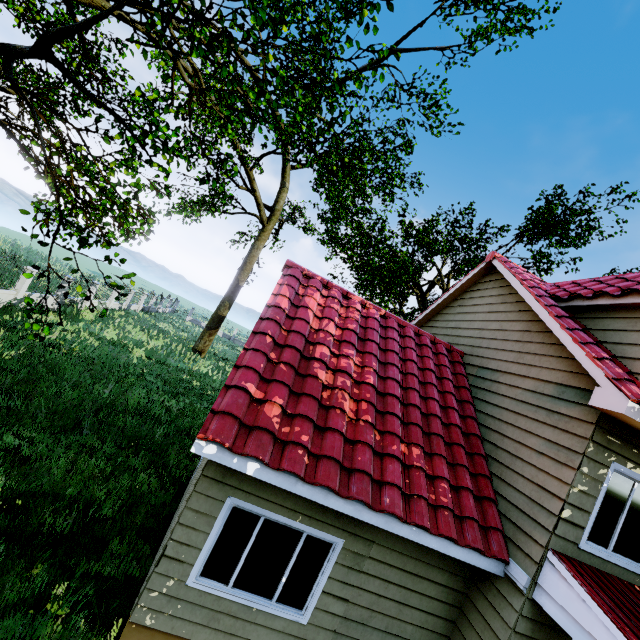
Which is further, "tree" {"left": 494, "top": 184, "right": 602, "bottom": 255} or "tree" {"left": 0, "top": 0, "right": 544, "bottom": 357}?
"tree" {"left": 494, "top": 184, "right": 602, "bottom": 255}

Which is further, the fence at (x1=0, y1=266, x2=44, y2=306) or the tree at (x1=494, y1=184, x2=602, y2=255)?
the tree at (x1=494, y1=184, x2=602, y2=255)

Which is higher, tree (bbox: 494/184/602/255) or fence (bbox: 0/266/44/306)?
tree (bbox: 494/184/602/255)

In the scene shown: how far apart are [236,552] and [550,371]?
6.3 meters

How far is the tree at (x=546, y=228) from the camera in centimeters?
1689cm

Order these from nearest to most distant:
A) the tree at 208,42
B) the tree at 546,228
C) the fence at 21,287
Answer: the tree at 208,42, the fence at 21,287, the tree at 546,228

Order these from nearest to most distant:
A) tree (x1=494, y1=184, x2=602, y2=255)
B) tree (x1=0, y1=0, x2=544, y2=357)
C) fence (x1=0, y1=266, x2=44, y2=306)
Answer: tree (x1=0, y1=0, x2=544, y2=357), fence (x1=0, y1=266, x2=44, y2=306), tree (x1=494, y1=184, x2=602, y2=255)

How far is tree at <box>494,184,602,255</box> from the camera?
16.9 meters
